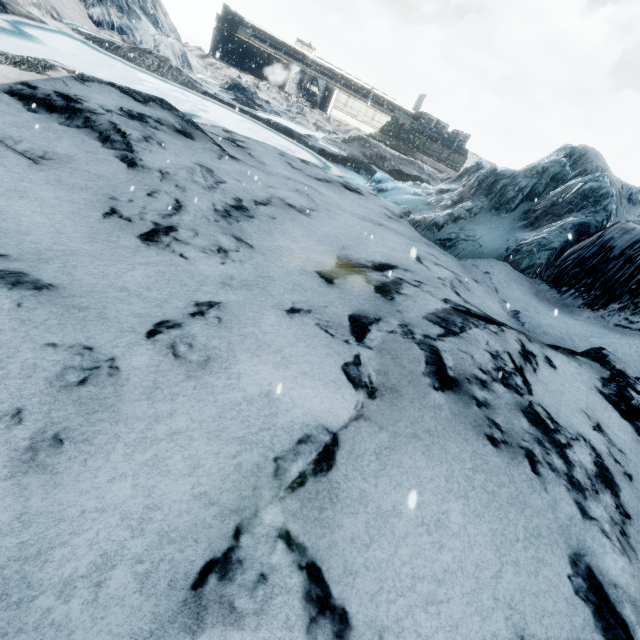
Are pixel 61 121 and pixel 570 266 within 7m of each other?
no
